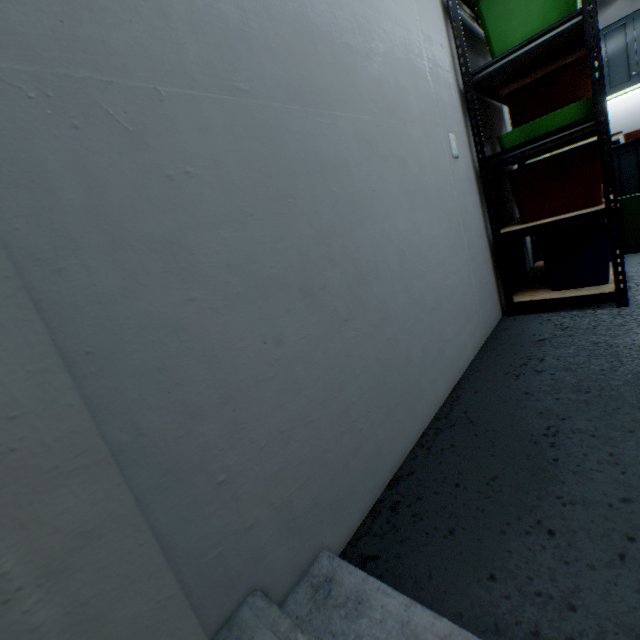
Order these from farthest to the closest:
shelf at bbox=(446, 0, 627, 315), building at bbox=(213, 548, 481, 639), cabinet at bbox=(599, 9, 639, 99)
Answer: cabinet at bbox=(599, 9, 639, 99) < shelf at bbox=(446, 0, 627, 315) < building at bbox=(213, 548, 481, 639)

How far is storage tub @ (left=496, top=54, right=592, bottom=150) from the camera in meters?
1.7 m

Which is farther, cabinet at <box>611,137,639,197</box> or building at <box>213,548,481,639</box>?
cabinet at <box>611,137,639,197</box>

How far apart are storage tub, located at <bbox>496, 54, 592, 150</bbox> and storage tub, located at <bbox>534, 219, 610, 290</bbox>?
0.58m

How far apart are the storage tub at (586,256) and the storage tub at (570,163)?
0.11m

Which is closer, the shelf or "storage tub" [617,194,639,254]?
the shelf

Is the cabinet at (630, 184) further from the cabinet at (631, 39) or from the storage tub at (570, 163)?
the storage tub at (570, 163)

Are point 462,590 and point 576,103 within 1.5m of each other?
no
